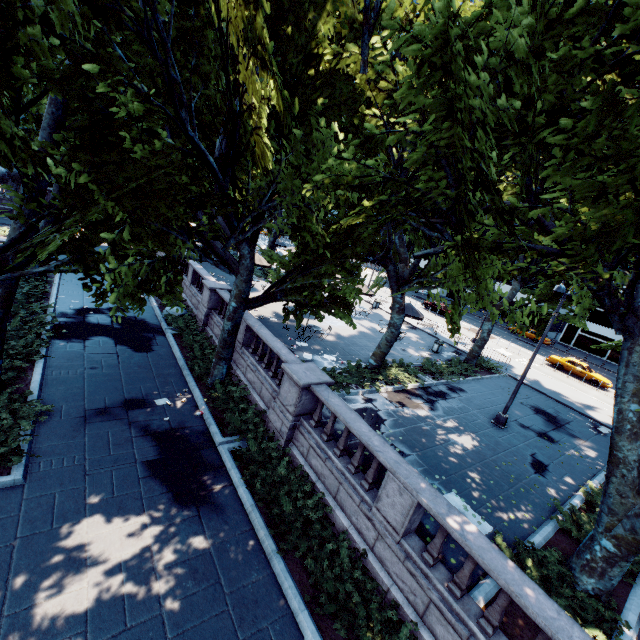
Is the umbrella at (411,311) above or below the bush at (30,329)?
above

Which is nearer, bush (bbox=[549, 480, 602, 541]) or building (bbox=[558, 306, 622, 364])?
bush (bbox=[549, 480, 602, 541])

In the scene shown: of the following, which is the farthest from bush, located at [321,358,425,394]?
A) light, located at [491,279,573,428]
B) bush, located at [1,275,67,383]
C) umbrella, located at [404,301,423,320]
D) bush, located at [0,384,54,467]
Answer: bush, located at [1,275,67,383]

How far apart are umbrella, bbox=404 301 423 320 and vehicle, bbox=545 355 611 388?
17.0m

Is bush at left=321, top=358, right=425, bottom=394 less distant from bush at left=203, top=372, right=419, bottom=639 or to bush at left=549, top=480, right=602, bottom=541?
bush at left=203, top=372, right=419, bottom=639

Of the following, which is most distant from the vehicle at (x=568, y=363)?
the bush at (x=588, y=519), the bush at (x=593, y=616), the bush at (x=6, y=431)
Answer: the bush at (x=6, y=431)

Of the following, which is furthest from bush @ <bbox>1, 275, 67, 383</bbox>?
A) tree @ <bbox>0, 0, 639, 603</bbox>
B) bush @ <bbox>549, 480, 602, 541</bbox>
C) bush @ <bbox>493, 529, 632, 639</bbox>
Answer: bush @ <bbox>549, 480, 602, 541</bbox>

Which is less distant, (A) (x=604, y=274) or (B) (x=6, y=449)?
(A) (x=604, y=274)
